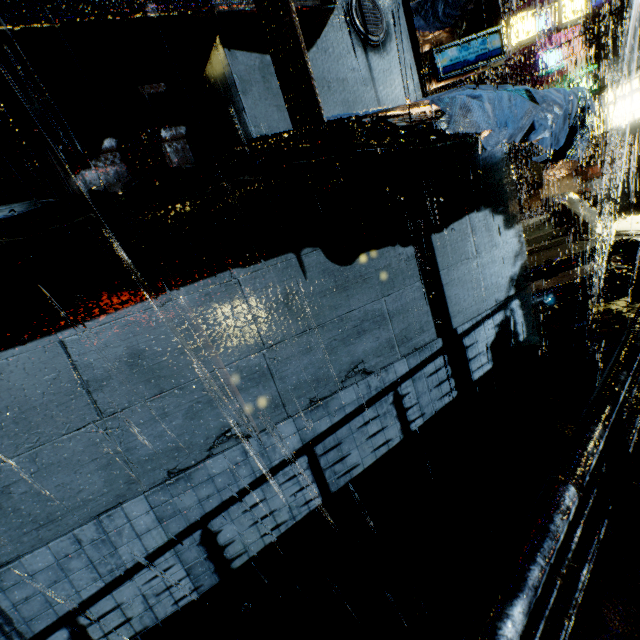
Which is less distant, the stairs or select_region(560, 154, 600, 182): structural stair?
the stairs

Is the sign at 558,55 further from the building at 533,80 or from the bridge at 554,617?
the bridge at 554,617

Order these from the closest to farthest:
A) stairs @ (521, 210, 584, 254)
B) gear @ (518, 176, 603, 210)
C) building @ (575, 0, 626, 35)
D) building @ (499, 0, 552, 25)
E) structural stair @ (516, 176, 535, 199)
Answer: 1. building @ (575, 0, 626, 35)
2. stairs @ (521, 210, 584, 254)
3. gear @ (518, 176, 603, 210)
4. structural stair @ (516, 176, 535, 199)
5. building @ (499, 0, 552, 25)

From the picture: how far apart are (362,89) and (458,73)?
2.8 meters

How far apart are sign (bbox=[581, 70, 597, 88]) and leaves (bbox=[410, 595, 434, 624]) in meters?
35.6 m

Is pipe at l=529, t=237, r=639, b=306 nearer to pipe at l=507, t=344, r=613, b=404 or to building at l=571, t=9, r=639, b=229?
building at l=571, t=9, r=639, b=229

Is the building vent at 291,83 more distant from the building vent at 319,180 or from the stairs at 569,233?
the stairs at 569,233

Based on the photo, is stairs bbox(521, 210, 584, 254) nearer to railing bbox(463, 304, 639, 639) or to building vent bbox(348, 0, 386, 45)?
railing bbox(463, 304, 639, 639)
